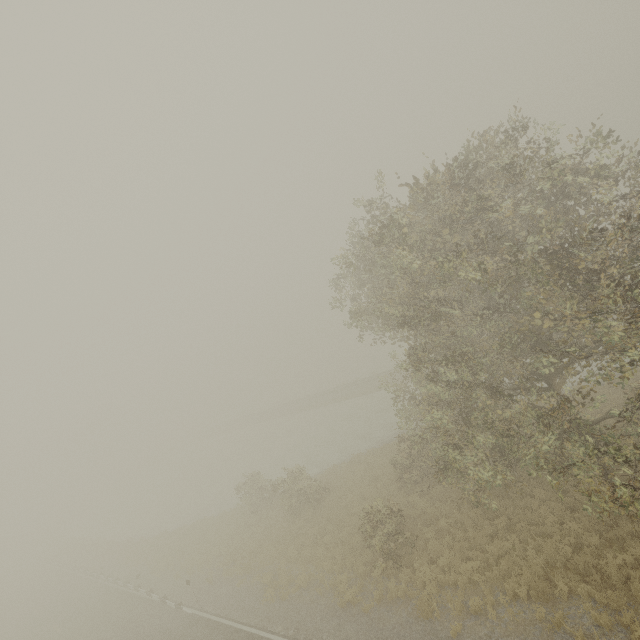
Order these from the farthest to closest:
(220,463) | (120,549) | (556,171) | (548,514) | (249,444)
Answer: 1. (249,444)
2. (220,463)
3. (120,549)
4. (548,514)
5. (556,171)
